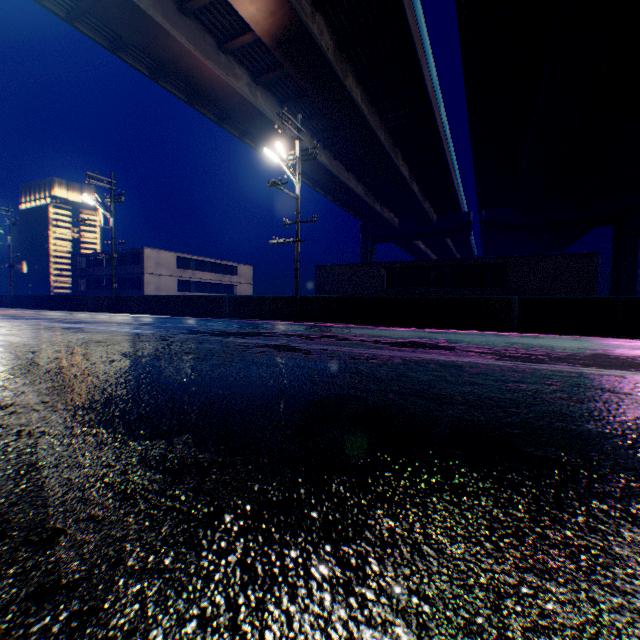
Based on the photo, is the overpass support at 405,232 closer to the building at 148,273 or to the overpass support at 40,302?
the overpass support at 40,302

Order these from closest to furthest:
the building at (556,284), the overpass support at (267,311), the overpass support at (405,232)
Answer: the overpass support at (267,311) → the building at (556,284) → the overpass support at (405,232)

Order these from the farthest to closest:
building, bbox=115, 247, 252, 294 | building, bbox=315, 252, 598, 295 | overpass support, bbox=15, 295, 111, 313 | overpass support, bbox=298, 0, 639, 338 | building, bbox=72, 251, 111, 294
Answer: building, bbox=72, 251, 111, 294 → building, bbox=115, 247, 252, 294 → overpass support, bbox=15, 295, 111, 313 → building, bbox=315, 252, 598, 295 → overpass support, bbox=298, 0, 639, 338

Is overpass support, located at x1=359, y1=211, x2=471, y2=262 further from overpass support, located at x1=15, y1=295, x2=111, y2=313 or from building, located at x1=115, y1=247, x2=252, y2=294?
building, located at x1=115, y1=247, x2=252, y2=294

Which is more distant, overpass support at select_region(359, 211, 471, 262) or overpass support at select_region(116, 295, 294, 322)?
overpass support at select_region(359, 211, 471, 262)

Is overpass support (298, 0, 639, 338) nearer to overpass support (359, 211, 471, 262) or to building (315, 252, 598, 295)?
overpass support (359, 211, 471, 262)

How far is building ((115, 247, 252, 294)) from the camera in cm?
3819

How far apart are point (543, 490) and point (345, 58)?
21.4 meters
